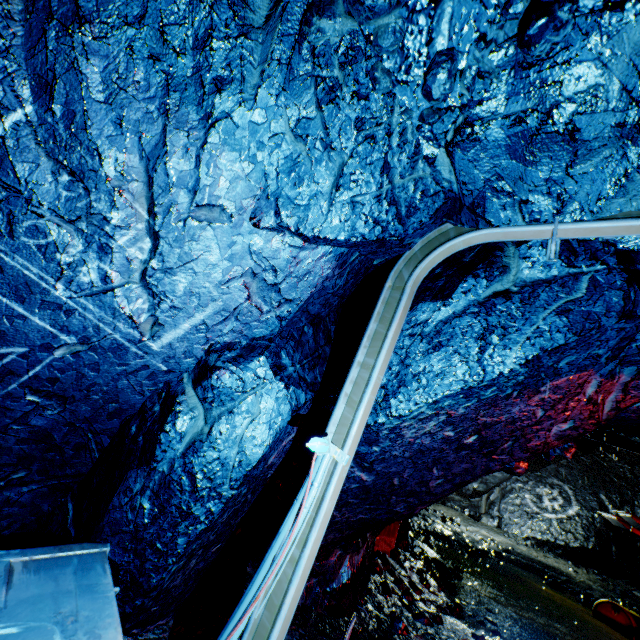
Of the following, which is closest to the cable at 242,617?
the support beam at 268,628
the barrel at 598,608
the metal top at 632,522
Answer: the support beam at 268,628

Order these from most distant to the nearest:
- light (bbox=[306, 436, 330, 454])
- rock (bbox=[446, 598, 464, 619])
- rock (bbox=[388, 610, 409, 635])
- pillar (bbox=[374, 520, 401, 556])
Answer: pillar (bbox=[374, 520, 401, 556]), rock (bbox=[446, 598, 464, 619]), rock (bbox=[388, 610, 409, 635]), light (bbox=[306, 436, 330, 454])

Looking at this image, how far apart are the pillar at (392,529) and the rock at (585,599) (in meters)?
7.10

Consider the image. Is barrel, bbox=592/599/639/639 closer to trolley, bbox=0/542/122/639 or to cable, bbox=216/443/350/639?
cable, bbox=216/443/350/639

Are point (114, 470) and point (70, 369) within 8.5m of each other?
yes

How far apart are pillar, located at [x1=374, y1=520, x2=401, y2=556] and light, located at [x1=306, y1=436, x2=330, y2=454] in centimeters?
506cm

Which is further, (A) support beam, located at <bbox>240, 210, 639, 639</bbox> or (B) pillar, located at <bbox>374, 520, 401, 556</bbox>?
(B) pillar, located at <bbox>374, 520, 401, 556</bbox>

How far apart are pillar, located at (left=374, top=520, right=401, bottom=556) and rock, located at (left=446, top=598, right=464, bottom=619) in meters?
1.1
